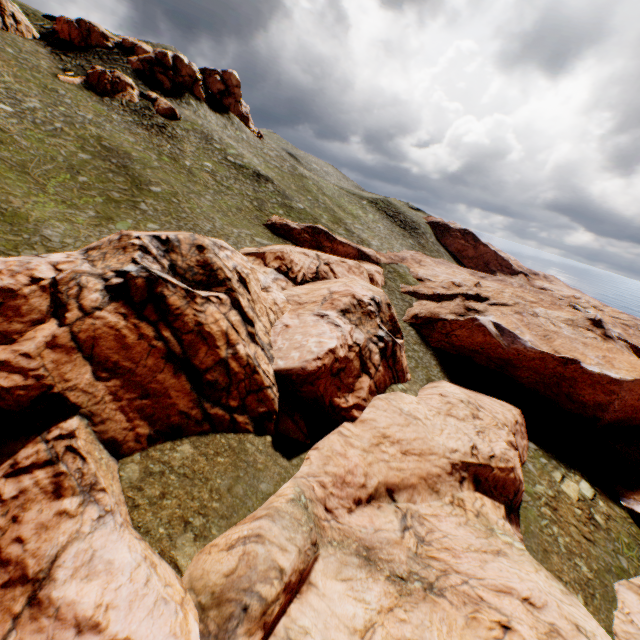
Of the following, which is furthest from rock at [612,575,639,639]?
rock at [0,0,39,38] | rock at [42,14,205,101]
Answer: rock at [0,0,39,38]

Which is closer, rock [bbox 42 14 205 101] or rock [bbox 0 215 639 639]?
rock [bbox 0 215 639 639]

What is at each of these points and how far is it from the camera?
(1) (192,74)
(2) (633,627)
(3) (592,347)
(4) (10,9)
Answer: (1) rock, 53.3 meters
(2) rock, 19.8 meters
(3) rock, 39.2 meters
(4) rock, 42.9 meters

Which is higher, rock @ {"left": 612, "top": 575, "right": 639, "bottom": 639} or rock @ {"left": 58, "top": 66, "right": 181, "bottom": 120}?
rock @ {"left": 58, "top": 66, "right": 181, "bottom": 120}

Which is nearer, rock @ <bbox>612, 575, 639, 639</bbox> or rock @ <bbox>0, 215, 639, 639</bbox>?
rock @ <bbox>0, 215, 639, 639</bbox>

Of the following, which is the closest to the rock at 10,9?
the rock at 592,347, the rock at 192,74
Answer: the rock at 192,74

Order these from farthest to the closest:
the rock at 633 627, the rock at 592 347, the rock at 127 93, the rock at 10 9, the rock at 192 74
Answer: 1. the rock at 192 74
2. the rock at 127 93
3. the rock at 10 9
4. the rock at 633 627
5. the rock at 592 347
